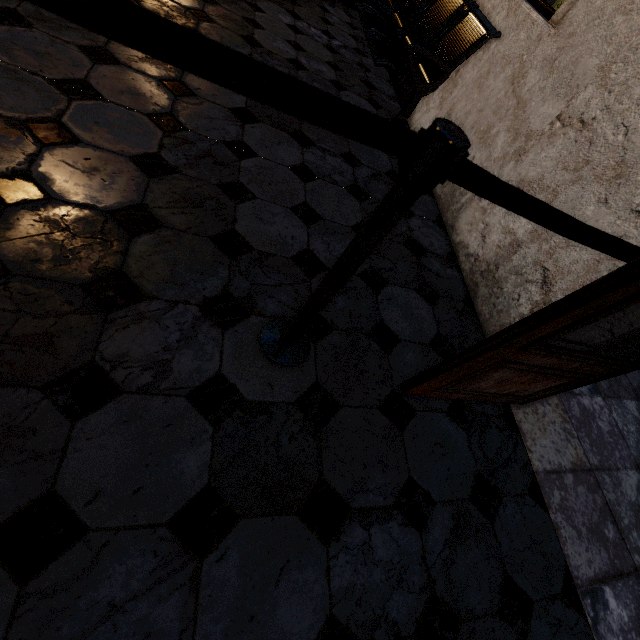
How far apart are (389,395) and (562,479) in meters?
1.0
